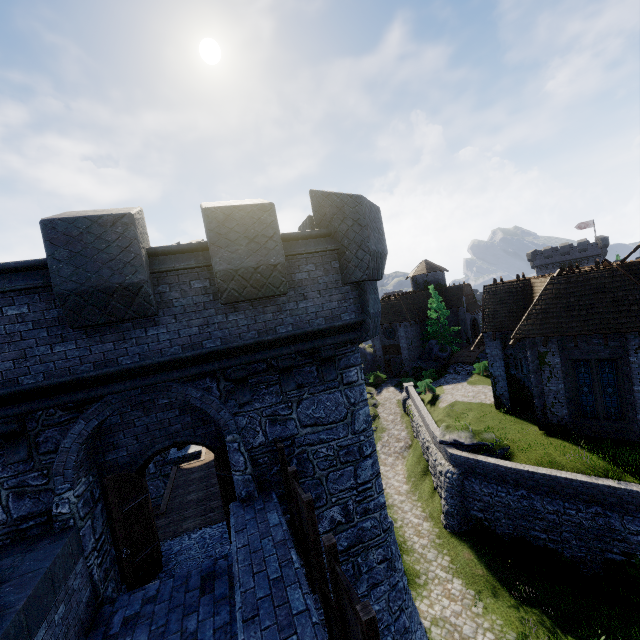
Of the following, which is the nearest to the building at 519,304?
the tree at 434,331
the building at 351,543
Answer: the tree at 434,331

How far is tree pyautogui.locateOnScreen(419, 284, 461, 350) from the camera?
39.59m

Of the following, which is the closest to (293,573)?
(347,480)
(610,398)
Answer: (347,480)

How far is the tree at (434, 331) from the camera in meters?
39.6 m

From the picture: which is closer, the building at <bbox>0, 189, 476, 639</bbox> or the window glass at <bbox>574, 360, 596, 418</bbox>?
the building at <bbox>0, 189, 476, 639</bbox>

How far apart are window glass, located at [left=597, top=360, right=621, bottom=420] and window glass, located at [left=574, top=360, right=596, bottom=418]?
0.22m

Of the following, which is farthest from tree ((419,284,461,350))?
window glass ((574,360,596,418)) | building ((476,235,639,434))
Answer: window glass ((574,360,596,418))

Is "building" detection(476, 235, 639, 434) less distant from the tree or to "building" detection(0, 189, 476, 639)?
the tree
